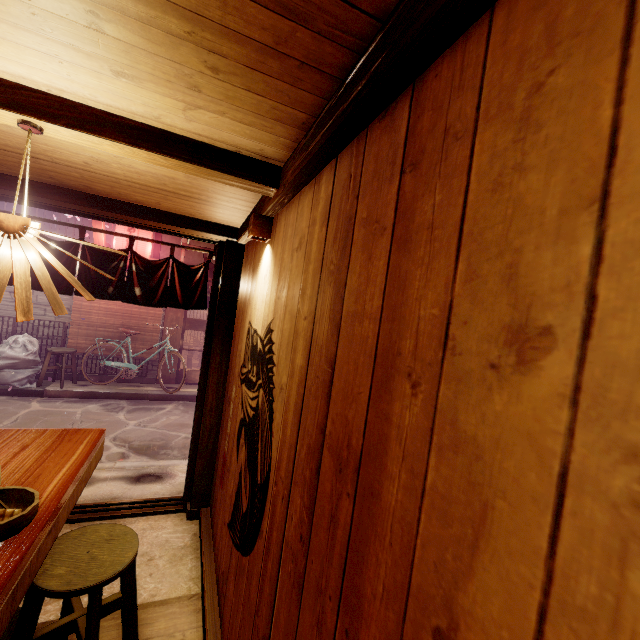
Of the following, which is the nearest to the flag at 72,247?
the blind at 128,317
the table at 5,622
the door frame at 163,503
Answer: the door frame at 163,503

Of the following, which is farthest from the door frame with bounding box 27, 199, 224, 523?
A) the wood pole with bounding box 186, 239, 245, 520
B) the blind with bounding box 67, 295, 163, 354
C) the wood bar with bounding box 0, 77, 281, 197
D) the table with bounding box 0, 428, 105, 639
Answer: the blind with bounding box 67, 295, 163, 354

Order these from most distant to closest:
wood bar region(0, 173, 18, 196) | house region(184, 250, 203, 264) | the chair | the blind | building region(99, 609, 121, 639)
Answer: house region(184, 250, 203, 264)
the blind
wood bar region(0, 173, 18, 196)
building region(99, 609, 121, 639)
the chair

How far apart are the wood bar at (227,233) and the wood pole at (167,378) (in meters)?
9.47

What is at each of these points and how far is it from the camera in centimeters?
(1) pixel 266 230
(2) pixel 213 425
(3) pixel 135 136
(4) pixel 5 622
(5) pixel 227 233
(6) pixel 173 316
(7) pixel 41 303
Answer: (1) light, 386cm
(2) wood pole, 586cm
(3) wood bar, 257cm
(4) table, 200cm
(5) wood bar, 560cm
(6) wood pole, 1434cm
(7) house, 1255cm

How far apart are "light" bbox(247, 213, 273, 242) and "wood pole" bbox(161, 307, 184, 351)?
11.6 meters

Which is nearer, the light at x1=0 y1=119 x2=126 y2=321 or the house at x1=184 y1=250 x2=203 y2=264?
the light at x1=0 y1=119 x2=126 y2=321

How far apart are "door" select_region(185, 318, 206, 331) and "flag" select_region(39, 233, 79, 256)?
8.84m
